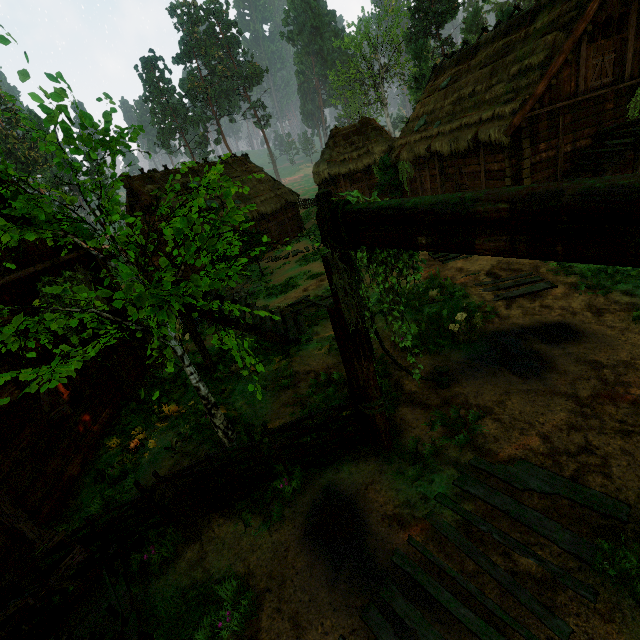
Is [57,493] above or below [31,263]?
below

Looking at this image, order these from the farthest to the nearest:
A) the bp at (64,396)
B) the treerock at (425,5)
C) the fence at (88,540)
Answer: the treerock at (425,5), the bp at (64,396), the fence at (88,540)

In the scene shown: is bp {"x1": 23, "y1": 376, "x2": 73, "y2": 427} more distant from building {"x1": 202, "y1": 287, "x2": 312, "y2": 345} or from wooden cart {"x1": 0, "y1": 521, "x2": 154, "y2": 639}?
wooden cart {"x1": 0, "y1": 521, "x2": 154, "y2": 639}

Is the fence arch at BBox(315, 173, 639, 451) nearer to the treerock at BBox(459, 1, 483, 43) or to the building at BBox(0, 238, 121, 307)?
the treerock at BBox(459, 1, 483, 43)

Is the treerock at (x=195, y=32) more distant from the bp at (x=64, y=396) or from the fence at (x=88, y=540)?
→ the bp at (x=64, y=396)

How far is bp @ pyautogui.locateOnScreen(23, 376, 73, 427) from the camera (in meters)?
5.91

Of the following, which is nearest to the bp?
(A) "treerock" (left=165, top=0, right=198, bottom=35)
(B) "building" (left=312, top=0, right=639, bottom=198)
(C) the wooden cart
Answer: (B) "building" (left=312, top=0, right=639, bottom=198)

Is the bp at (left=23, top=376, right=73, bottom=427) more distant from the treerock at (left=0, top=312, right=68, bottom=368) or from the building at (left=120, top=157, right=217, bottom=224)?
the treerock at (left=0, top=312, right=68, bottom=368)
